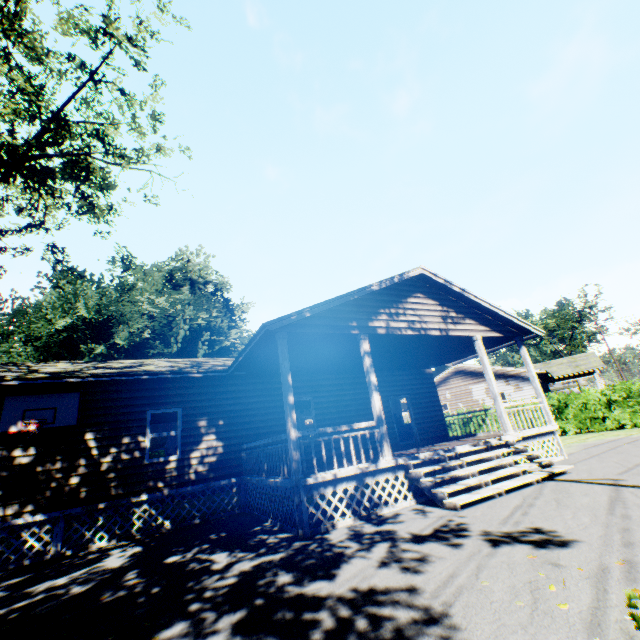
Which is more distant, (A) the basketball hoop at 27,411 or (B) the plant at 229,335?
(B) the plant at 229,335

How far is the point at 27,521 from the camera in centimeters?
831cm

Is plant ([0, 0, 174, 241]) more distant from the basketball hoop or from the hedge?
the hedge

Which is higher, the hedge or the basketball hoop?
the basketball hoop

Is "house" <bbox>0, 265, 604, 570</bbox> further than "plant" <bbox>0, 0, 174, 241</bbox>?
No

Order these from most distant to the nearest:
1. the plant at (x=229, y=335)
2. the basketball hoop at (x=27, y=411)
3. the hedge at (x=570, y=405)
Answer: the plant at (x=229, y=335), the hedge at (x=570, y=405), the basketball hoop at (x=27, y=411)

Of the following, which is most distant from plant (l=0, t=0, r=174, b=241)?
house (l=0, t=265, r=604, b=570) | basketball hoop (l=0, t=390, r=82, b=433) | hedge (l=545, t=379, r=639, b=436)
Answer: hedge (l=545, t=379, r=639, b=436)

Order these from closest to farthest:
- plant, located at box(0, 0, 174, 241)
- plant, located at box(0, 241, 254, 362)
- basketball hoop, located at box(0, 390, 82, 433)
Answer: basketball hoop, located at box(0, 390, 82, 433) → plant, located at box(0, 0, 174, 241) → plant, located at box(0, 241, 254, 362)
